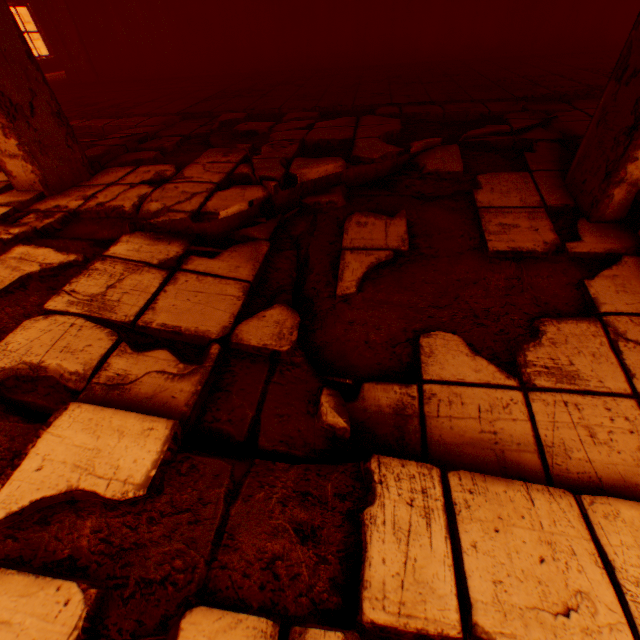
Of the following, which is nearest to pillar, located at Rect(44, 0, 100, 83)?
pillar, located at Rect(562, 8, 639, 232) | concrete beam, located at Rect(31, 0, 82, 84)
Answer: concrete beam, located at Rect(31, 0, 82, 84)

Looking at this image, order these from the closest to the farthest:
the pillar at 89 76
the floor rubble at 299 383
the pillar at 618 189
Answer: the floor rubble at 299 383 → the pillar at 618 189 → the pillar at 89 76

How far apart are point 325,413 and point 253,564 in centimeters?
66cm

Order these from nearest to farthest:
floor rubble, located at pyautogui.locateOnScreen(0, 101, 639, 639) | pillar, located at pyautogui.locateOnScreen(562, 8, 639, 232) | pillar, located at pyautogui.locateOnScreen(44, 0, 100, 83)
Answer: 1. floor rubble, located at pyautogui.locateOnScreen(0, 101, 639, 639)
2. pillar, located at pyautogui.locateOnScreen(562, 8, 639, 232)
3. pillar, located at pyautogui.locateOnScreen(44, 0, 100, 83)

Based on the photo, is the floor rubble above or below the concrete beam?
below

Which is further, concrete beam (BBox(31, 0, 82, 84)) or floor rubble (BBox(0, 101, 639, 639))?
concrete beam (BBox(31, 0, 82, 84))

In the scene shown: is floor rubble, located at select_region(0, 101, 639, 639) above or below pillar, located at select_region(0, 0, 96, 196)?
below

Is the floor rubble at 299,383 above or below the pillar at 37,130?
below
